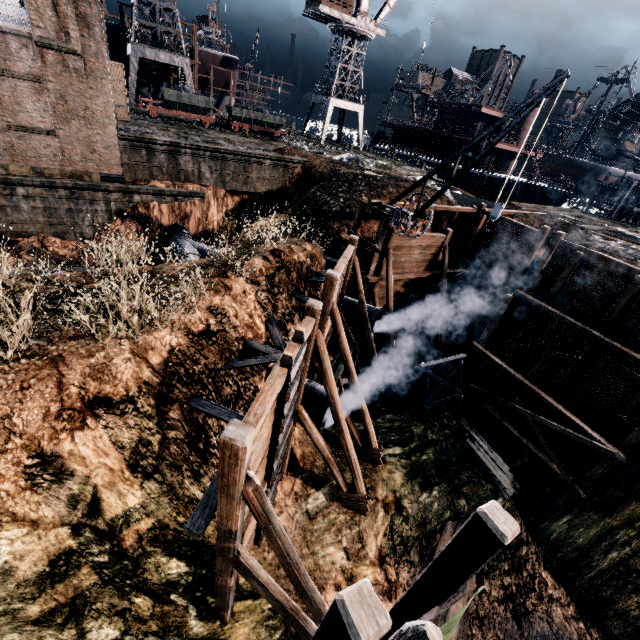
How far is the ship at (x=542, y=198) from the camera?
38.1m

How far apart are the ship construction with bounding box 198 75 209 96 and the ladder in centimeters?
5501cm

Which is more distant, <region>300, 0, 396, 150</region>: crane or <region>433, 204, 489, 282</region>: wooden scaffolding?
<region>300, 0, 396, 150</region>: crane

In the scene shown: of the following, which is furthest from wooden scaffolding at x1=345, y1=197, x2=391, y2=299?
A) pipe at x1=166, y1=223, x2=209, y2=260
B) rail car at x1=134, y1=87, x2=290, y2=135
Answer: rail car at x1=134, y1=87, x2=290, y2=135

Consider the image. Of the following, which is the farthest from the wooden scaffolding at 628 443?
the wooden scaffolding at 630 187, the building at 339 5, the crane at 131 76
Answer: the building at 339 5

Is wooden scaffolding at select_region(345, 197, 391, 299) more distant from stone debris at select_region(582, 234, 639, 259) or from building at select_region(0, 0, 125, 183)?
building at select_region(0, 0, 125, 183)

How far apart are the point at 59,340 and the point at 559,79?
16.02m

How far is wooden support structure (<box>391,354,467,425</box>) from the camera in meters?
17.6
